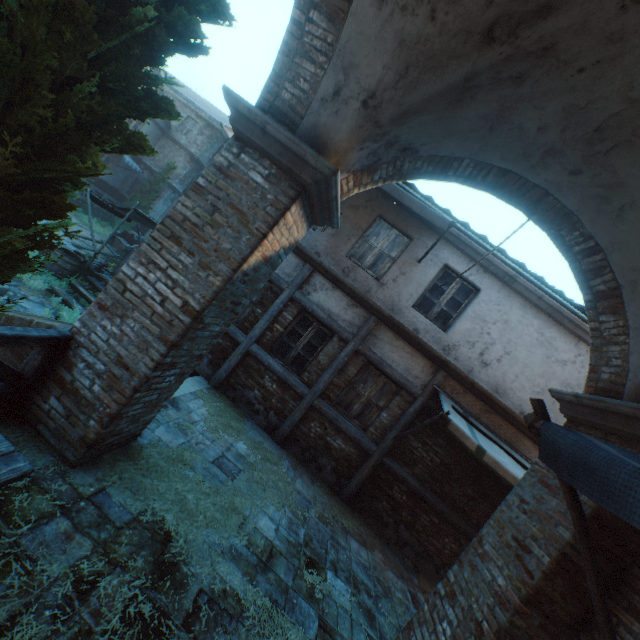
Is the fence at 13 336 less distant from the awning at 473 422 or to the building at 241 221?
the building at 241 221

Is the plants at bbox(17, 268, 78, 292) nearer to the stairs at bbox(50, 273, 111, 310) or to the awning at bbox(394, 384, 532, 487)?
the stairs at bbox(50, 273, 111, 310)

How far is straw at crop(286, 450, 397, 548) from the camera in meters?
6.5 m

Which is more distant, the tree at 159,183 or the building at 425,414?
the tree at 159,183

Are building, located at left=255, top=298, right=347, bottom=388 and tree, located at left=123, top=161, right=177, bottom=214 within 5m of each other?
no

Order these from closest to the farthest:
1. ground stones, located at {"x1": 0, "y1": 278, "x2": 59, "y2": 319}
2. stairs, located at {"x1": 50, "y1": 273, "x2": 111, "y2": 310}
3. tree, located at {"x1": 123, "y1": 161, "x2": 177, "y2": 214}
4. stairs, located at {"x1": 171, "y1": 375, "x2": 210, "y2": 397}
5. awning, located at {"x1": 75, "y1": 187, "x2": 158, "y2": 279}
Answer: stairs, located at {"x1": 171, "y1": 375, "x2": 210, "y2": 397}
ground stones, located at {"x1": 0, "y1": 278, "x2": 59, "y2": 319}
stairs, located at {"x1": 50, "y1": 273, "x2": 111, "y2": 310}
awning, located at {"x1": 75, "y1": 187, "x2": 158, "y2": 279}
tree, located at {"x1": 123, "y1": 161, "x2": 177, "y2": 214}

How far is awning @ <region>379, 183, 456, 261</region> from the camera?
6.0 meters

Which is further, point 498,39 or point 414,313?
point 414,313
